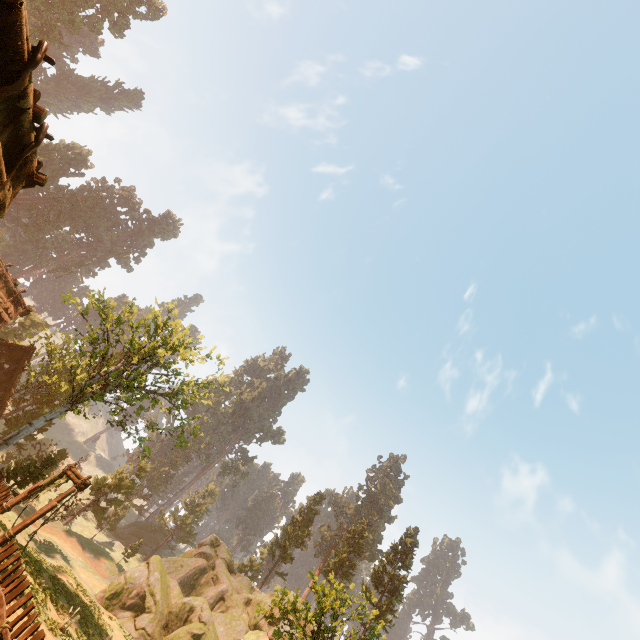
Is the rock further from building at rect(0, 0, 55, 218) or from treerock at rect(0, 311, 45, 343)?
building at rect(0, 0, 55, 218)

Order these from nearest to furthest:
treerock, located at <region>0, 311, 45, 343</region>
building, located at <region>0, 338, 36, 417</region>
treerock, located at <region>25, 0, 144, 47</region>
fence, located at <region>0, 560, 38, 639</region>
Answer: fence, located at <region>0, 560, 38, 639</region>, building, located at <region>0, 338, 36, 417</region>, treerock, located at <region>0, 311, 45, 343</region>, treerock, located at <region>25, 0, 144, 47</region>

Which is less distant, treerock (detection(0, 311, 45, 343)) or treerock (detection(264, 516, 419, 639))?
treerock (detection(264, 516, 419, 639))

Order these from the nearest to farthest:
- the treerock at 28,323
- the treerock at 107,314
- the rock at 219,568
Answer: the treerock at 107,314, the rock at 219,568, the treerock at 28,323

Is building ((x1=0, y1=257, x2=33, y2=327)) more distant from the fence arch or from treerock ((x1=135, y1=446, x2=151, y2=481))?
the fence arch

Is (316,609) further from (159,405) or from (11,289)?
(11,289)

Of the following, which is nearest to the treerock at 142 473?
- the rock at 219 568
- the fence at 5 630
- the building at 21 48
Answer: the building at 21 48
